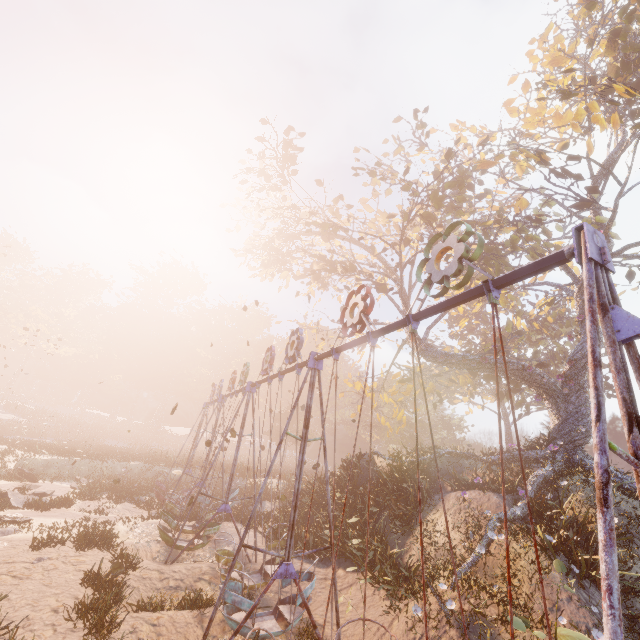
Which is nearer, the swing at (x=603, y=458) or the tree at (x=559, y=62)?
the swing at (x=603, y=458)

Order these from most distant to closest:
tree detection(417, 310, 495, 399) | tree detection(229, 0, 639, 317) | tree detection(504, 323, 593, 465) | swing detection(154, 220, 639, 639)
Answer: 1. tree detection(417, 310, 495, 399)
2. tree detection(504, 323, 593, 465)
3. tree detection(229, 0, 639, 317)
4. swing detection(154, 220, 639, 639)

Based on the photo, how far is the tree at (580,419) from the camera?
15.41m

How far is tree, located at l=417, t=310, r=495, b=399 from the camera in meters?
18.4 m

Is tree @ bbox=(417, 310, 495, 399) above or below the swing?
above

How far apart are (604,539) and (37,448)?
28.91m
